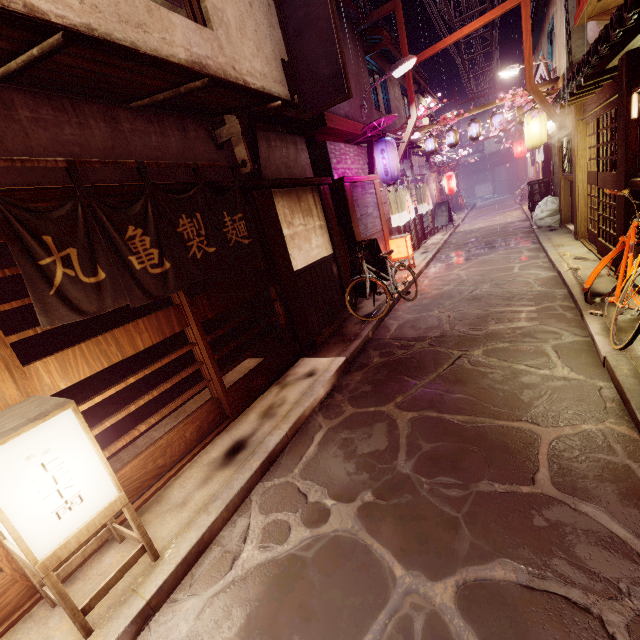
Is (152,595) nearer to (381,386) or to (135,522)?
(135,522)

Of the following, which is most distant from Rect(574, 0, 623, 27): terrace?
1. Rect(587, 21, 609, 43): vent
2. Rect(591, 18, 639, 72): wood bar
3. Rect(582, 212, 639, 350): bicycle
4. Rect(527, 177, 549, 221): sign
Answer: Rect(527, 177, 549, 221): sign

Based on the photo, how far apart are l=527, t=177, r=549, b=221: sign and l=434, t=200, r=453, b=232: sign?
6.8 meters

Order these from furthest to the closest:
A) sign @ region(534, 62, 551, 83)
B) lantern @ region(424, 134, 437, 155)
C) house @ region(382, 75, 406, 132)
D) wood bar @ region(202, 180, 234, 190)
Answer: lantern @ region(424, 134, 437, 155)
house @ region(382, 75, 406, 132)
sign @ region(534, 62, 551, 83)
wood bar @ region(202, 180, 234, 190)

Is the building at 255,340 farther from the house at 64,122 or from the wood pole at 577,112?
the wood pole at 577,112

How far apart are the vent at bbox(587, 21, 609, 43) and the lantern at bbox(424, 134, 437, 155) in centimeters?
906cm

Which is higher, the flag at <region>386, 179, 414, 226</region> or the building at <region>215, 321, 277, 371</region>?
the flag at <region>386, 179, 414, 226</region>

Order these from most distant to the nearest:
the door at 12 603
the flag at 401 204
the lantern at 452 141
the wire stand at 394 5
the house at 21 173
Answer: the lantern at 452 141
the flag at 401 204
the wire stand at 394 5
the house at 21 173
the door at 12 603
